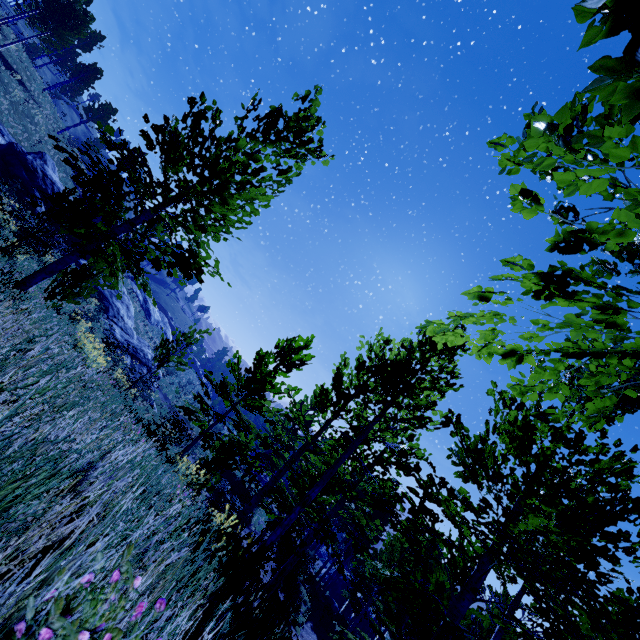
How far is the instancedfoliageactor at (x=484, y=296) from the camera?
2.1m

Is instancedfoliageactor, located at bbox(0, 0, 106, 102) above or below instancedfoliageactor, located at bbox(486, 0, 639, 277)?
above

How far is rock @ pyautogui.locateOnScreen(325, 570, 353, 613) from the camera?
29.0m

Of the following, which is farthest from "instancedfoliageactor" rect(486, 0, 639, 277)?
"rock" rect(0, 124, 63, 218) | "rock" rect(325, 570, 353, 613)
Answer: "rock" rect(0, 124, 63, 218)

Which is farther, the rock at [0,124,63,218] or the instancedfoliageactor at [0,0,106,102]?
the instancedfoliageactor at [0,0,106,102]

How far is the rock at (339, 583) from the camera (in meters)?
29.05

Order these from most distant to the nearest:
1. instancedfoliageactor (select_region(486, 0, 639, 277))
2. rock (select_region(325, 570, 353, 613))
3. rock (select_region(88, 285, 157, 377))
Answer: rock (select_region(325, 570, 353, 613)) < rock (select_region(88, 285, 157, 377)) < instancedfoliageactor (select_region(486, 0, 639, 277))

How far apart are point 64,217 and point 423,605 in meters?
17.7
